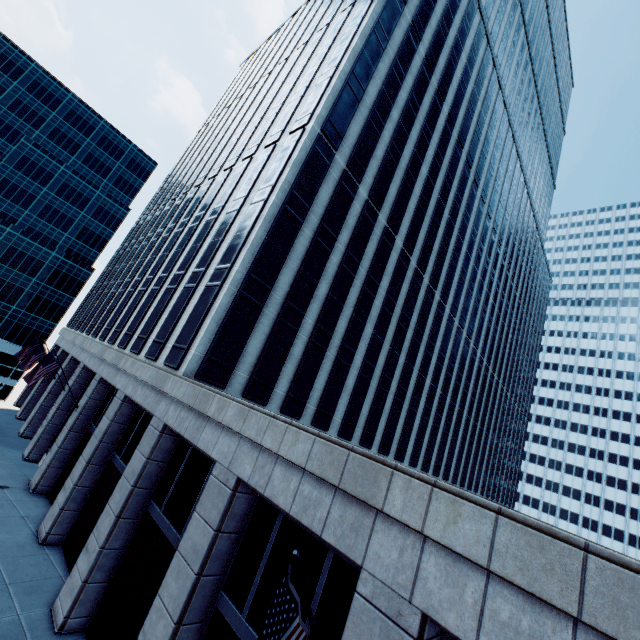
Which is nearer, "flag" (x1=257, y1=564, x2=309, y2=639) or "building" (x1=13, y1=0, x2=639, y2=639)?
"flag" (x1=257, y1=564, x2=309, y2=639)

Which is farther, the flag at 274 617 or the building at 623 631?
the building at 623 631

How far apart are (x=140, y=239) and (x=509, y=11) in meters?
60.2 m
